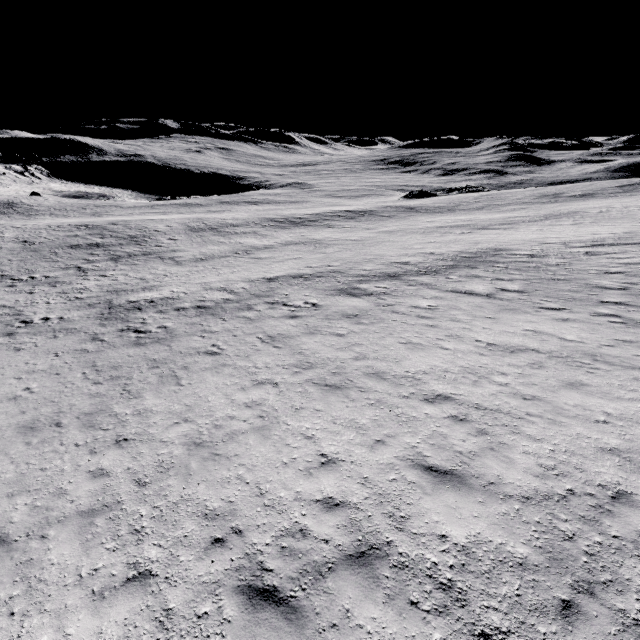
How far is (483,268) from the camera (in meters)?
20.72
